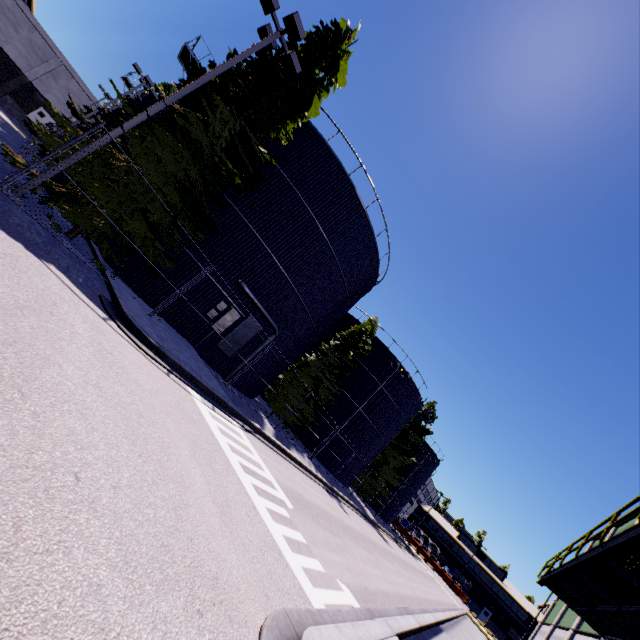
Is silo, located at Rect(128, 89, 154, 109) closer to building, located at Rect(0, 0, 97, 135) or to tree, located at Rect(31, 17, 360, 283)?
tree, located at Rect(31, 17, 360, 283)

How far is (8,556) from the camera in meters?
2.0 m

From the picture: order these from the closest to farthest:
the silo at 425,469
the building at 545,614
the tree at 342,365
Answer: the building at 545,614
the tree at 342,365
the silo at 425,469

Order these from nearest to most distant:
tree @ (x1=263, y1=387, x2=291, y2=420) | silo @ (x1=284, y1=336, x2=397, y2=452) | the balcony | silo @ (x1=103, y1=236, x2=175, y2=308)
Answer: the balcony → silo @ (x1=103, y1=236, x2=175, y2=308) → tree @ (x1=263, y1=387, x2=291, y2=420) → silo @ (x1=284, y1=336, x2=397, y2=452)

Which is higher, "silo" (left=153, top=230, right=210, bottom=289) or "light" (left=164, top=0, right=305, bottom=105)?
"light" (left=164, top=0, right=305, bottom=105)

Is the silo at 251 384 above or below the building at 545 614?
below

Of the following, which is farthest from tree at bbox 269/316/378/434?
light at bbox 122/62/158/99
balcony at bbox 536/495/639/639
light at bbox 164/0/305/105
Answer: light at bbox 122/62/158/99

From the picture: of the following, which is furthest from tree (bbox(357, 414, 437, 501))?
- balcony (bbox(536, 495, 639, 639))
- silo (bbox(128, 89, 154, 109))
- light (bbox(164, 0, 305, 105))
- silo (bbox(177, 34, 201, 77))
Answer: silo (bbox(128, 89, 154, 109))
